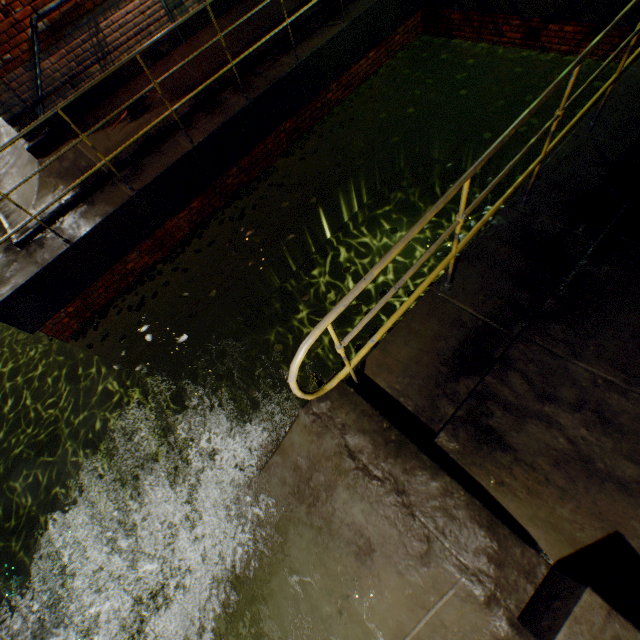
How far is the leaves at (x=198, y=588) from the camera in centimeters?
341cm

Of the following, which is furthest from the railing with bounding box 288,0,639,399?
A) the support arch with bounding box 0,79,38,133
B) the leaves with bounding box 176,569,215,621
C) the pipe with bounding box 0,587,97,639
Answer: the pipe with bounding box 0,587,97,639

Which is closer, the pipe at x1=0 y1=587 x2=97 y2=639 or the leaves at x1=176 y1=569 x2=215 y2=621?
the leaves at x1=176 y1=569 x2=215 y2=621

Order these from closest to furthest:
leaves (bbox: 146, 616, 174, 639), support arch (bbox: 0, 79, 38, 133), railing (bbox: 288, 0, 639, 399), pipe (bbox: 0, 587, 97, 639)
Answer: railing (bbox: 288, 0, 639, 399) < leaves (bbox: 146, 616, 174, 639) < support arch (bbox: 0, 79, 38, 133) < pipe (bbox: 0, 587, 97, 639)

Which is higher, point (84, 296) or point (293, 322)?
point (84, 296)

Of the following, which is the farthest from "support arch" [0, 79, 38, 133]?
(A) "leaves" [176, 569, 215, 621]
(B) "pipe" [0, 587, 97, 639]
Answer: (A) "leaves" [176, 569, 215, 621]

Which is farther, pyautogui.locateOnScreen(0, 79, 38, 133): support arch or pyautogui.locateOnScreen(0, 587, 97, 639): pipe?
pyautogui.locateOnScreen(0, 587, 97, 639): pipe

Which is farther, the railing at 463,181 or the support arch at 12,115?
the support arch at 12,115
